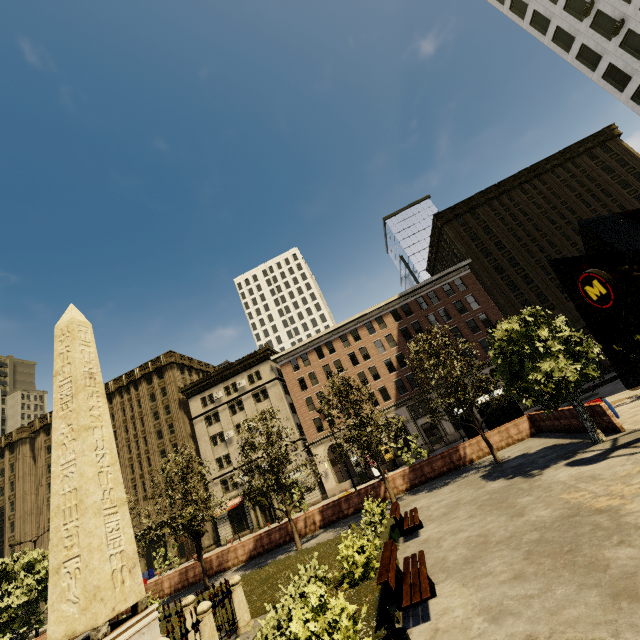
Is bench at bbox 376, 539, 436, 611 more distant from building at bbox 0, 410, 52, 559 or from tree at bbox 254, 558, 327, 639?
building at bbox 0, 410, 52, 559

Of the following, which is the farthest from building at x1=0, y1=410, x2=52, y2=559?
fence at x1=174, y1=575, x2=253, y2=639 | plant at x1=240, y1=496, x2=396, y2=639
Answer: fence at x1=174, y1=575, x2=253, y2=639

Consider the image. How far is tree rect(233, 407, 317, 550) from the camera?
18.34m

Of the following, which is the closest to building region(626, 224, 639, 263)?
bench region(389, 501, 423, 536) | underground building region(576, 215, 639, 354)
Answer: bench region(389, 501, 423, 536)

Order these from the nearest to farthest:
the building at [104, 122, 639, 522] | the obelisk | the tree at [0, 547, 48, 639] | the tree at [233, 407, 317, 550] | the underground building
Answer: the obelisk
the underground building
the tree at [0, 547, 48, 639]
the tree at [233, 407, 317, 550]
the building at [104, 122, 639, 522]

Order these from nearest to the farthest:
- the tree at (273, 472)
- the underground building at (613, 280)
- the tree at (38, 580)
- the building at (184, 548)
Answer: the underground building at (613, 280), the tree at (38, 580), the tree at (273, 472), the building at (184, 548)

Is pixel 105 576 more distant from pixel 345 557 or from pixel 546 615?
pixel 546 615

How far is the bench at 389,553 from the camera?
6.45m
